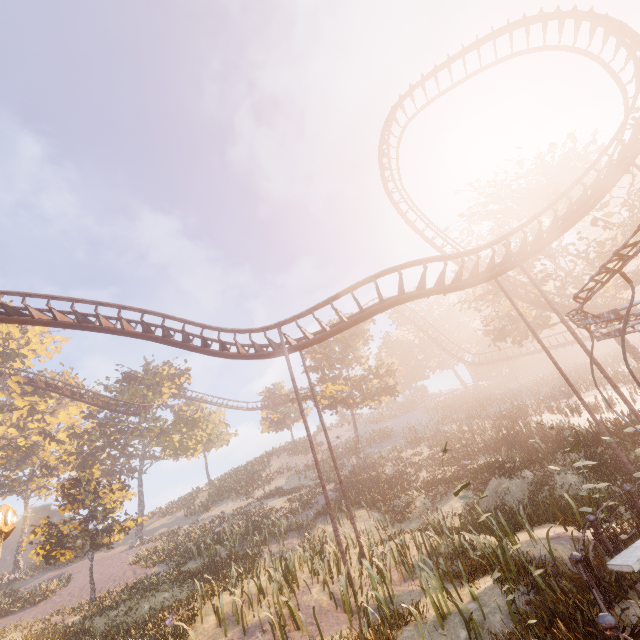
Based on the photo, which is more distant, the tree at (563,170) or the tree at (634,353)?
the tree at (563,170)

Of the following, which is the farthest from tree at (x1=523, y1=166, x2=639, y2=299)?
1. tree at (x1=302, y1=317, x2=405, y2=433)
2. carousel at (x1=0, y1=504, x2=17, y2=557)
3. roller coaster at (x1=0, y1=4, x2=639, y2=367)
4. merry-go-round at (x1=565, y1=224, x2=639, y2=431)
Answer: carousel at (x1=0, y1=504, x2=17, y2=557)

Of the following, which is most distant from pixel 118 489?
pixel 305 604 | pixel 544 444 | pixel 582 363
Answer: pixel 582 363

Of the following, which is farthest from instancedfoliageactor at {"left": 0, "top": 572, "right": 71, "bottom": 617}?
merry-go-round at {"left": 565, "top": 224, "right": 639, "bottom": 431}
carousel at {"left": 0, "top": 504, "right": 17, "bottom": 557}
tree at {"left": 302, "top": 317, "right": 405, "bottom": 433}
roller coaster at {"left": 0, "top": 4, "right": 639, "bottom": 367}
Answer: merry-go-round at {"left": 565, "top": 224, "right": 639, "bottom": 431}

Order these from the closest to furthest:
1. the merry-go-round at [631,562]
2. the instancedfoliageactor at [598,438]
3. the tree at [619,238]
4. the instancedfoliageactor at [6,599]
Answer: the merry-go-round at [631,562] < the instancedfoliageactor at [598,438] < the tree at [619,238] < the instancedfoliageactor at [6,599]

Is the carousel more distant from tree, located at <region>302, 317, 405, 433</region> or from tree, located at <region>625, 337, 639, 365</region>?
tree, located at <region>625, 337, 639, 365</region>

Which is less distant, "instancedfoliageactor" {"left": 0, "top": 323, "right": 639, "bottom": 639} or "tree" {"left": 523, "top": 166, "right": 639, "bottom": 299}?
"instancedfoliageactor" {"left": 0, "top": 323, "right": 639, "bottom": 639}

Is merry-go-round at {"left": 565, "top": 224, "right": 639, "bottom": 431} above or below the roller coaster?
below
